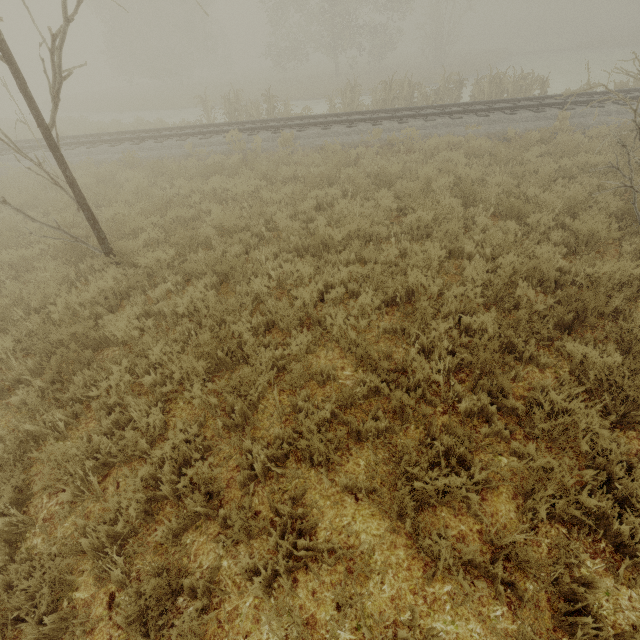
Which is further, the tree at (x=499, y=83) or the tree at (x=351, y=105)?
the tree at (x=351, y=105)

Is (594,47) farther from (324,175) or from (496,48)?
(324,175)

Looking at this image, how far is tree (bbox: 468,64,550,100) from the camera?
14.73m

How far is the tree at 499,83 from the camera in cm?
1473

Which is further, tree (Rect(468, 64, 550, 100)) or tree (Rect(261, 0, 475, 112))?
tree (Rect(261, 0, 475, 112))
